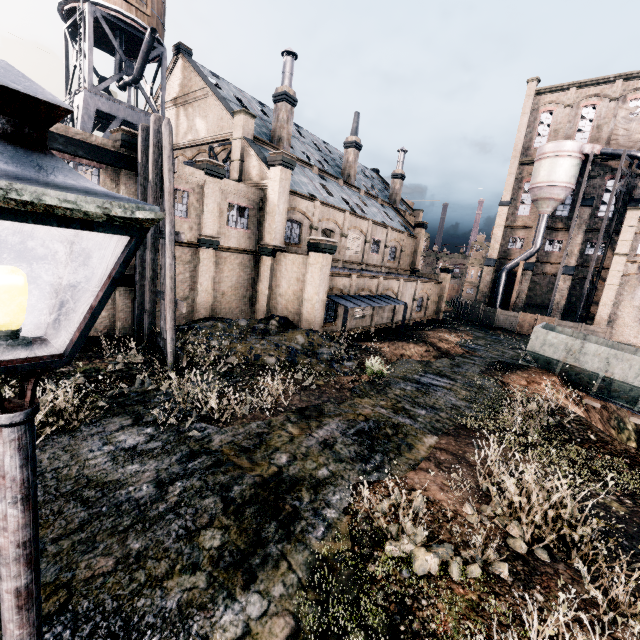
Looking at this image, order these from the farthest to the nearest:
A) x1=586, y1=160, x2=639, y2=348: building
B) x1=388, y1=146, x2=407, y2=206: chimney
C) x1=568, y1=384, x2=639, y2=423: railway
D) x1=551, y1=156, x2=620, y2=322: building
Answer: x1=388, y1=146, x2=407, y2=206: chimney < x1=551, y1=156, x2=620, y2=322: building < x1=586, y1=160, x2=639, y2=348: building < x1=568, y1=384, x2=639, y2=423: railway

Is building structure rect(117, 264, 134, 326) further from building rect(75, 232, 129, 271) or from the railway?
the railway

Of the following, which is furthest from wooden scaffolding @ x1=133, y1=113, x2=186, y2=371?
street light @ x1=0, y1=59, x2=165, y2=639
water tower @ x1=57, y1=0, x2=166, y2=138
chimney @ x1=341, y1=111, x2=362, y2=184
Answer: chimney @ x1=341, y1=111, x2=362, y2=184

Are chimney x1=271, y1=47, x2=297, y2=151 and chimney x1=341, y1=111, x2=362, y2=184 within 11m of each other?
yes

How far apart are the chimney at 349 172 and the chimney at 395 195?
10.8 meters

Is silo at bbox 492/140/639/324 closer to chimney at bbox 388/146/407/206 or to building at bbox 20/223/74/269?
building at bbox 20/223/74/269

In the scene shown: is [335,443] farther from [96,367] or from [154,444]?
[96,367]

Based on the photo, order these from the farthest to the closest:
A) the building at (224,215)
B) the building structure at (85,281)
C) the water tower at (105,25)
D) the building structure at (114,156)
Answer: the water tower at (105,25)
the building at (224,215)
the building structure at (85,281)
the building structure at (114,156)
